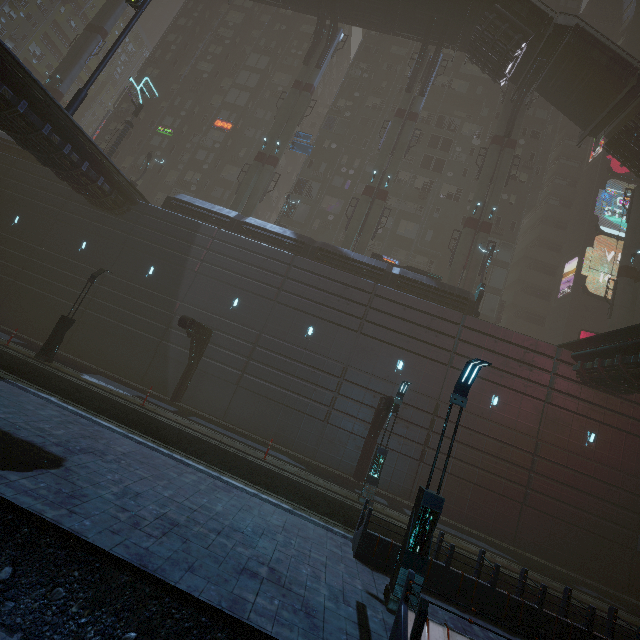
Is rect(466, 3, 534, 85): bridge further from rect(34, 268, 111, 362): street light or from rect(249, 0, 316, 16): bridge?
rect(34, 268, 111, 362): street light

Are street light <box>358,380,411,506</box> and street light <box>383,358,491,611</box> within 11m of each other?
yes

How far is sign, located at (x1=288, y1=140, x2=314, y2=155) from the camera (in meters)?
31.24

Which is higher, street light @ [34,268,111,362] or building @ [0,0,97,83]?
building @ [0,0,97,83]

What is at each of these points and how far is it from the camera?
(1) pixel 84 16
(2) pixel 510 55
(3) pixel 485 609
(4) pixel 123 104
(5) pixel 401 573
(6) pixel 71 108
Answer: (1) building, 59.66m
(2) bridge, 26.03m
(3) building, 8.12m
(4) building, 39.09m
(5) street light, 6.91m
(6) traffic light, 17.19m

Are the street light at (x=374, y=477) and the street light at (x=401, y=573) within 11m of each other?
yes

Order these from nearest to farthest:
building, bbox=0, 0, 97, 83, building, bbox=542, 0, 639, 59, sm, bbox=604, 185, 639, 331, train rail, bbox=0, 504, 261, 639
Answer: train rail, bbox=0, 504, 261, 639 < sm, bbox=604, 185, 639, 331 < building, bbox=542, 0, 639, 59 < building, bbox=0, 0, 97, 83

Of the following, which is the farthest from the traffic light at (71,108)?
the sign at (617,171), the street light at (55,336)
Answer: the sign at (617,171)
